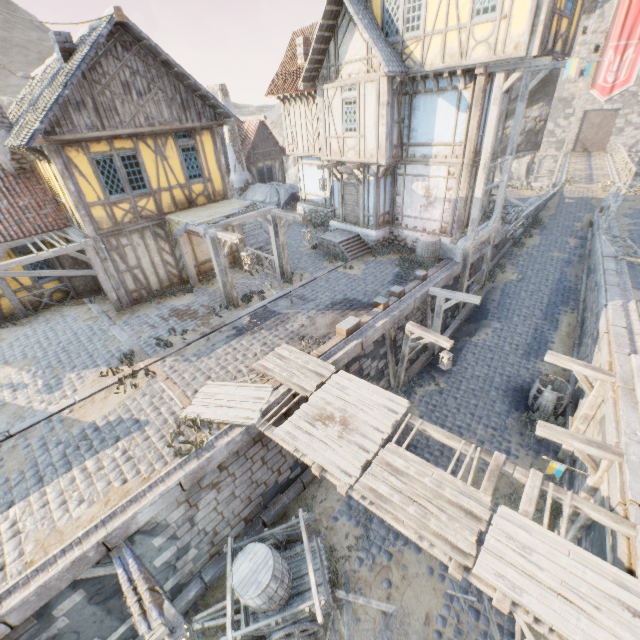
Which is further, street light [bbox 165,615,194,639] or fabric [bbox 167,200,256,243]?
fabric [bbox 167,200,256,243]

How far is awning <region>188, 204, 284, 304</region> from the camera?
11.24m

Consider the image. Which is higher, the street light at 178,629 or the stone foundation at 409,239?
the stone foundation at 409,239

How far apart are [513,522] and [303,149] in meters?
19.1 m

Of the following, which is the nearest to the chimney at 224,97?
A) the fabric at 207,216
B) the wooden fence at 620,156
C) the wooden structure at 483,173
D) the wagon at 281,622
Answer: the fabric at 207,216

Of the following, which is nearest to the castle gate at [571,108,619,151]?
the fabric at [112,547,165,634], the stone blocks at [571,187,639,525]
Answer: the stone blocks at [571,187,639,525]

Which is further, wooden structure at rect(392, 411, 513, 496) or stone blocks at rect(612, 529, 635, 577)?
wooden structure at rect(392, 411, 513, 496)

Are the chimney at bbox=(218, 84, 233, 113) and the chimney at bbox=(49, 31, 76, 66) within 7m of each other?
no
